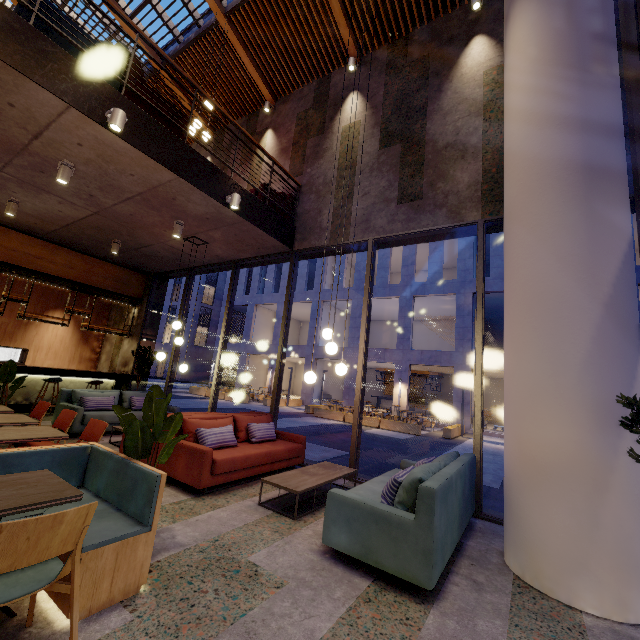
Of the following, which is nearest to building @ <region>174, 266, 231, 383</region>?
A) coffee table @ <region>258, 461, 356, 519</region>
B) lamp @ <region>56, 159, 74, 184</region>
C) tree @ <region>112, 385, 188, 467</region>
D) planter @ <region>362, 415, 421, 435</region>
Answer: planter @ <region>362, 415, 421, 435</region>

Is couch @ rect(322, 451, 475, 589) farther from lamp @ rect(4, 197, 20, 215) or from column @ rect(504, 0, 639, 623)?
lamp @ rect(4, 197, 20, 215)

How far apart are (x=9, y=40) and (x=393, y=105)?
6.2m

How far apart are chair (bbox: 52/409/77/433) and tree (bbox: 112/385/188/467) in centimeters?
183cm

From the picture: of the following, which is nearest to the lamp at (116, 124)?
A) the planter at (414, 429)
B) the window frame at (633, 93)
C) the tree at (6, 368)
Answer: the window frame at (633, 93)

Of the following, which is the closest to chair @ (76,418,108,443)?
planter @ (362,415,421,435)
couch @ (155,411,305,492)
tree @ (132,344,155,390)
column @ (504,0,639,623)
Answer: couch @ (155,411,305,492)

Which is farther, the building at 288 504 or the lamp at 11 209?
the lamp at 11 209

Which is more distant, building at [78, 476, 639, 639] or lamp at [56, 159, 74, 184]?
lamp at [56, 159, 74, 184]
